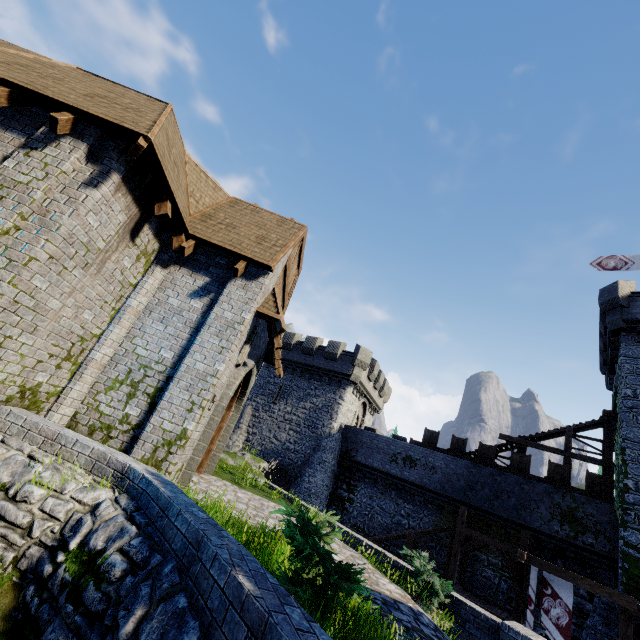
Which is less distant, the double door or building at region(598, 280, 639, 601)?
the double door

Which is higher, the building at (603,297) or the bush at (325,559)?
the building at (603,297)

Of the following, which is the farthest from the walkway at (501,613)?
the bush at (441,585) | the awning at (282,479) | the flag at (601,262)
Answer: the flag at (601,262)

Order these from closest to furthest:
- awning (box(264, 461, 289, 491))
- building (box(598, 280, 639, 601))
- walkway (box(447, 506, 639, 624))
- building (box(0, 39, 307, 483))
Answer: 1. building (box(0, 39, 307, 483))
2. walkway (box(447, 506, 639, 624))
3. building (box(598, 280, 639, 601))
4. awning (box(264, 461, 289, 491))

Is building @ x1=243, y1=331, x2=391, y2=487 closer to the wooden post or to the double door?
the double door

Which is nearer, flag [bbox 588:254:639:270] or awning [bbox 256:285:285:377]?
awning [bbox 256:285:285:377]

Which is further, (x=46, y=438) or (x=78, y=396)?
(x=78, y=396)

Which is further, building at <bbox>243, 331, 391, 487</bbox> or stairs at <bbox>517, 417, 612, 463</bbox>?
building at <bbox>243, 331, 391, 487</bbox>
